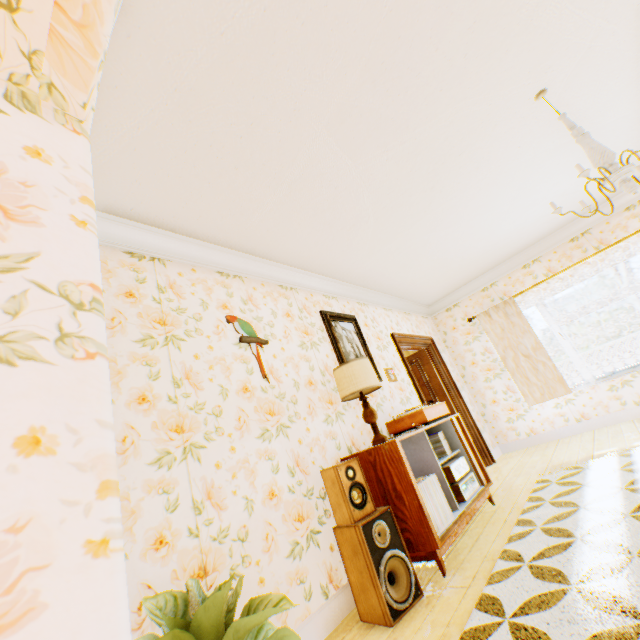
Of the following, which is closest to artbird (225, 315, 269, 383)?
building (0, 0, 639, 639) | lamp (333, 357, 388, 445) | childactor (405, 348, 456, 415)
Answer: building (0, 0, 639, 639)

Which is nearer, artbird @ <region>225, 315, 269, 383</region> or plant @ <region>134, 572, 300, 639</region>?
plant @ <region>134, 572, 300, 639</region>

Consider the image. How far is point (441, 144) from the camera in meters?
3.0

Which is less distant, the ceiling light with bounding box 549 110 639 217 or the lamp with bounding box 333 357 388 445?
the ceiling light with bounding box 549 110 639 217

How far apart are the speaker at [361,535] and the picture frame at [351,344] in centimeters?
113cm

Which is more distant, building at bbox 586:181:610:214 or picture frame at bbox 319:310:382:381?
building at bbox 586:181:610:214

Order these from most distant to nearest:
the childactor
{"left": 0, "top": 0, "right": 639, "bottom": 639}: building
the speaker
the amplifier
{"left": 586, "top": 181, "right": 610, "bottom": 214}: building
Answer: the childactor → {"left": 586, "top": 181, "right": 610, "bottom": 214}: building → the amplifier → the speaker → {"left": 0, "top": 0, "right": 639, "bottom": 639}: building

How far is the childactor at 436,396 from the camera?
5.9m
